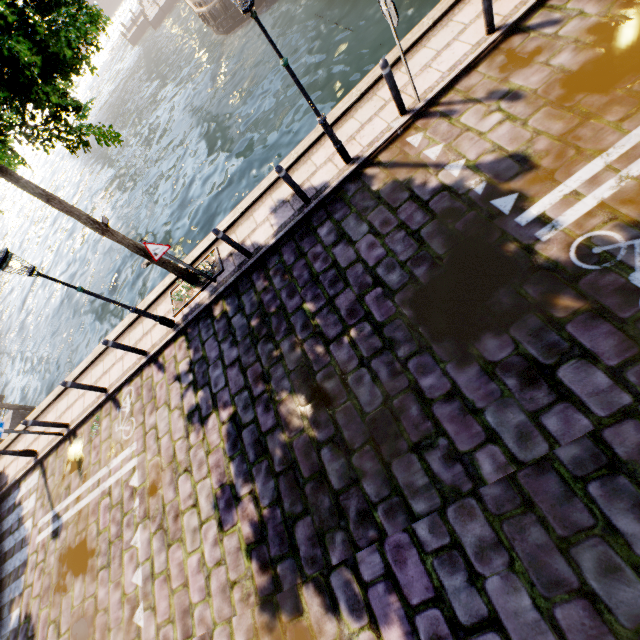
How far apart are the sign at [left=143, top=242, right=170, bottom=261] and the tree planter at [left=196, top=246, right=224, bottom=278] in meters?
1.4 m

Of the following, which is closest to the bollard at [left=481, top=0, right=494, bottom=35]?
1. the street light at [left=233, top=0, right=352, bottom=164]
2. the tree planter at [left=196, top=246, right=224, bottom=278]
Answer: the street light at [left=233, top=0, right=352, bottom=164]

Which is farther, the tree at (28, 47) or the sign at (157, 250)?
the sign at (157, 250)

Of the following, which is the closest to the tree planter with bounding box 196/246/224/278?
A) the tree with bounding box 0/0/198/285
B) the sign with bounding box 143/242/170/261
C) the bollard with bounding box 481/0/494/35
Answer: the tree with bounding box 0/0/198/285

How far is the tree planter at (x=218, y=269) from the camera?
8.2 meters

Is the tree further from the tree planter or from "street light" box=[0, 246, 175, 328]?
"street light" box=[0, 246, 175, 328]

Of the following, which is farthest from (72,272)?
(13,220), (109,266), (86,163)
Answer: (13,220)

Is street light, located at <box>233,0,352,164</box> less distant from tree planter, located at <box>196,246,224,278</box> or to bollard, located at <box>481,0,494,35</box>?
tree planter, located at <box>196,246,224,278</box>
